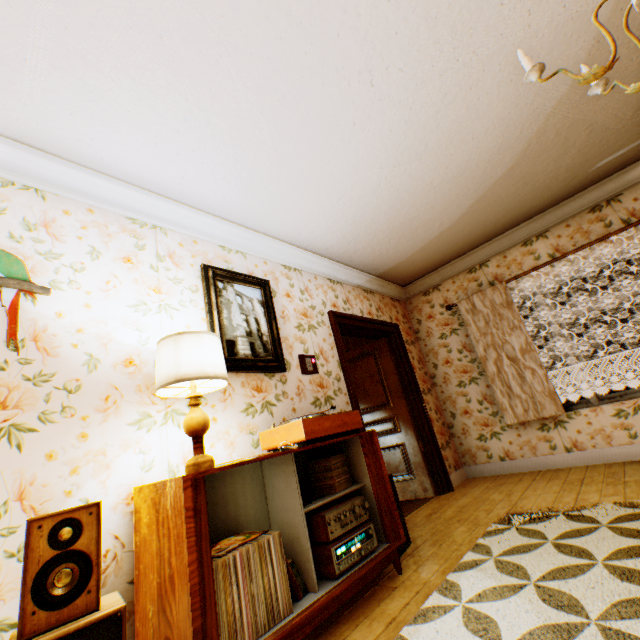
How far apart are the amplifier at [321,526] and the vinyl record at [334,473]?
0.1m

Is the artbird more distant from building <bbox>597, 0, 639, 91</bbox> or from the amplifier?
the amplifier

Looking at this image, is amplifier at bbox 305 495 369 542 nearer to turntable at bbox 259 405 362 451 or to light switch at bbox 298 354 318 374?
turntable at bbox 259 405 362 451

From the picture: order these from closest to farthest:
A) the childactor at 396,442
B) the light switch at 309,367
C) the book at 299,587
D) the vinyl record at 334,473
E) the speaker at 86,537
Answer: the speaker at 86,537
the book at 299,587
the vinyl record at 334,473
the light switch at 309,367
the childactor at 396,442

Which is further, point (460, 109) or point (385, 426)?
point (385, 426)

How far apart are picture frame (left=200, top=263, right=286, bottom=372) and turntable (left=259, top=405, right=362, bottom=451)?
0.5 meters

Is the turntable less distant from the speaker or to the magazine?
the magazine

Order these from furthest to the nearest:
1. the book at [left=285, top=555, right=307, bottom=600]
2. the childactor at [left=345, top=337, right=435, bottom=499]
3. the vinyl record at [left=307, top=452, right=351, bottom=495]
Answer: the childactor at [left=345, top=337, right=435, bottom=499] → the vinyl record at [left=307, top=452, right=351, bottom=495] → the book at [left=285, top=555, right=307, bottom=600]
